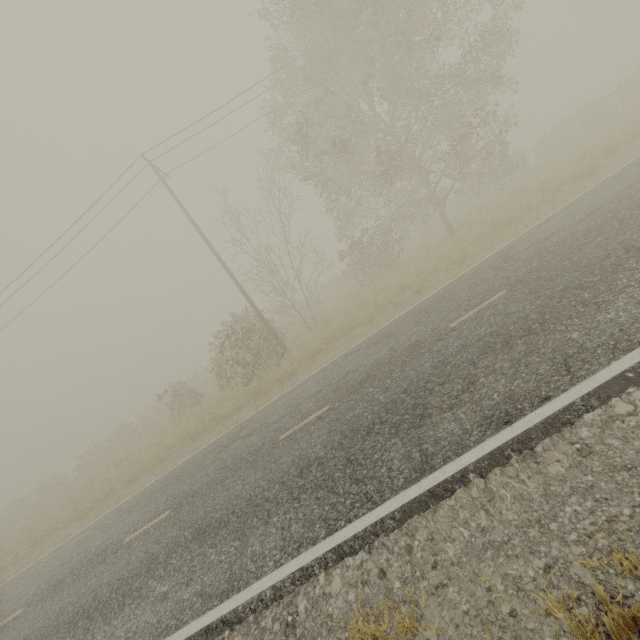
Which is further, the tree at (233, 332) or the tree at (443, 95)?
the tree at (233, 332)

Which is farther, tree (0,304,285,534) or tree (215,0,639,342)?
tree (0,304,285,534)

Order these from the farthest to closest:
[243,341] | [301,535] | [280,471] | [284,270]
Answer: [284,270] < [243,341] < [280,471] < [301,535]
